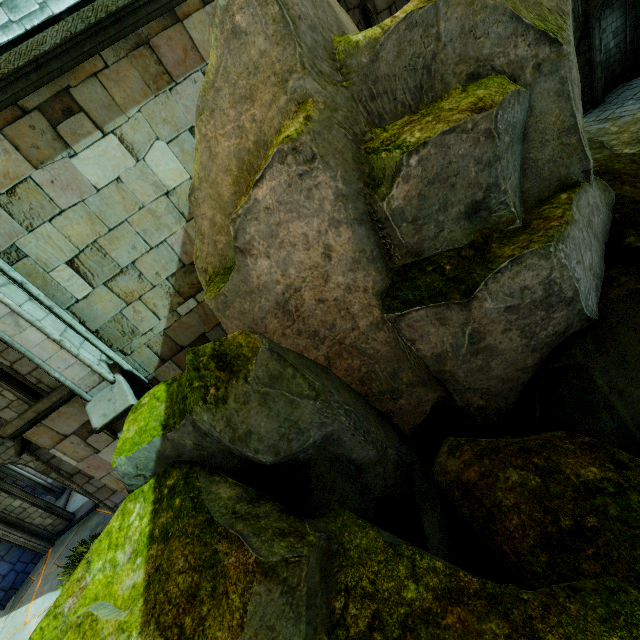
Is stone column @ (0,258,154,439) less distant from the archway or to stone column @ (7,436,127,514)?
stone column @ (7,436,127,514)

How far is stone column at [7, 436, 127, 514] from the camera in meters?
6.9

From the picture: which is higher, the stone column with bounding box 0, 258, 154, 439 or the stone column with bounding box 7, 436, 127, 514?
the stone column with bounding box 0, 258, 154, 439

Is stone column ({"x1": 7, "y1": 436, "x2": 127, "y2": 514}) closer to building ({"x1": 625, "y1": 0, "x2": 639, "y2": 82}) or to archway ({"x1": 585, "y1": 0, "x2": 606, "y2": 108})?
building ({"x1": 625, "y1": 0, "x2": 639, "y2": 82})

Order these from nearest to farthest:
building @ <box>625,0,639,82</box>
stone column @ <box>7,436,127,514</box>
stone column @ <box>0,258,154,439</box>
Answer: stone column @ <box>0,258,154,439</box>, stone column @ <box>7,436,127,514</box>, building @ <box>625,0,639,82</box>

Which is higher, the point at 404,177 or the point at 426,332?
the point at 404,177

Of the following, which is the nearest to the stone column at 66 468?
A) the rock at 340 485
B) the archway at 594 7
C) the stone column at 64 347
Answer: the stone column at 64 347

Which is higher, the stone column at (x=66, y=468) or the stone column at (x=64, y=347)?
the stone column at (x=64, y=347)
